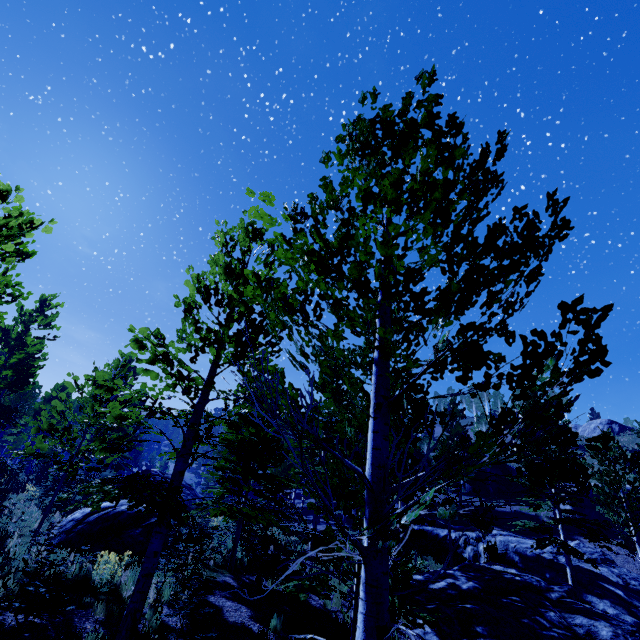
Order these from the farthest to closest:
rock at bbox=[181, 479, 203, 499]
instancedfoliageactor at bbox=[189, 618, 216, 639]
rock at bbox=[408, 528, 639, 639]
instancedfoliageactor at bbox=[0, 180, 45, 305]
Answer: rock at bbox=[181, 479, 203, 499], rock at bbox=[408, 528, 639, 639], instancedfoliageactor at bbox=[0, 180, 45, 305], instancedfoliageactor at bbox=[189, 618, 216, 639]

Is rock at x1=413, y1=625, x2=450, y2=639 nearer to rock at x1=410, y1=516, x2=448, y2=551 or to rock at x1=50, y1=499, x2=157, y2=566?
rock at x1=410, y1=516, x2=448, y2=551

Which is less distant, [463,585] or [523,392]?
[523,392]

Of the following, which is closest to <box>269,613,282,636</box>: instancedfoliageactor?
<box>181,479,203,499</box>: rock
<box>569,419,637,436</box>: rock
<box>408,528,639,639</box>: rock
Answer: <box>408,528,639,639</box>: rock

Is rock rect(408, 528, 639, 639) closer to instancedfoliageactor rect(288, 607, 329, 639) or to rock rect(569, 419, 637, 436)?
instancedfoliageactor rect(288, 607, 329, 639)

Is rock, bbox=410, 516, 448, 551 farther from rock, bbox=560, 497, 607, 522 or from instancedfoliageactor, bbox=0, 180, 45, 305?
rock, bbox=560, 497, 607, 522

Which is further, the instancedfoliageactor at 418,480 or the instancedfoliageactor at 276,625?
the instancedfoliageactor at 276,625

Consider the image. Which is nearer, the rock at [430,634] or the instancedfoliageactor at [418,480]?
the instancedfoliageactor at [418,480]
